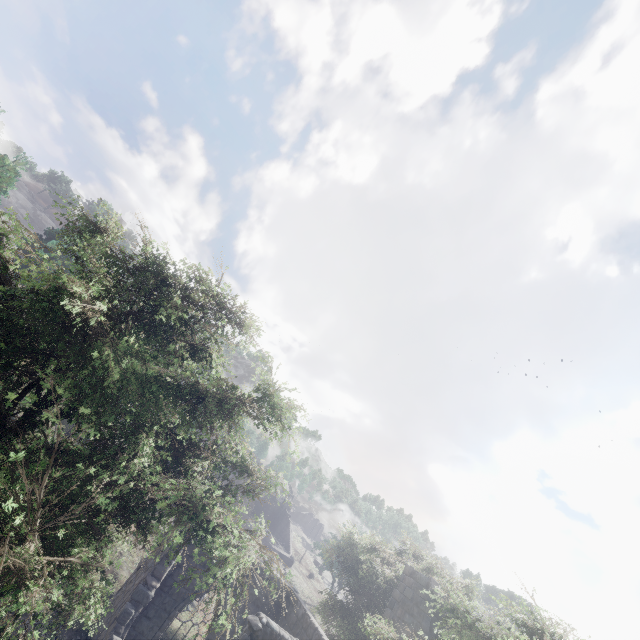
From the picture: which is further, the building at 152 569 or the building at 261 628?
the building at 152 569

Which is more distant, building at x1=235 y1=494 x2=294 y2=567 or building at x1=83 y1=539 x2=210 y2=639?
building at x1=235 y1=494 x2=294 y2=567

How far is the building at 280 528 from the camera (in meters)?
40.28

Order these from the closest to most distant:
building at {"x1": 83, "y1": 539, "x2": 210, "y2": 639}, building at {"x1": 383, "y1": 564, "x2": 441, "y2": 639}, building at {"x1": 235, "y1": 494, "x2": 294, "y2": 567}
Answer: building at {"x1": 83, "y1": 539, "x2": 210, "y2": 639}, building at {"x1": 383, "y1": 564, "x2": 441, "y2": 639}, building at {"x1": 235, "y1": 494, "x2": 294, "y2": 567}

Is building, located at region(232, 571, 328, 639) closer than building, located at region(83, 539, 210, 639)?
Yes

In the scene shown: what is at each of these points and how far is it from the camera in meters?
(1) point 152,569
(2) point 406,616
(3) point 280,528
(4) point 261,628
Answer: (1) building, 10.4
(2) building, 14.4
(3) building, 47.7
(4) building, 7.8

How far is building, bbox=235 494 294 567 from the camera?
40.3 meters

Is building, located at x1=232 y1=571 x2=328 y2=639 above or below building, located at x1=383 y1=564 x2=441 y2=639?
below
